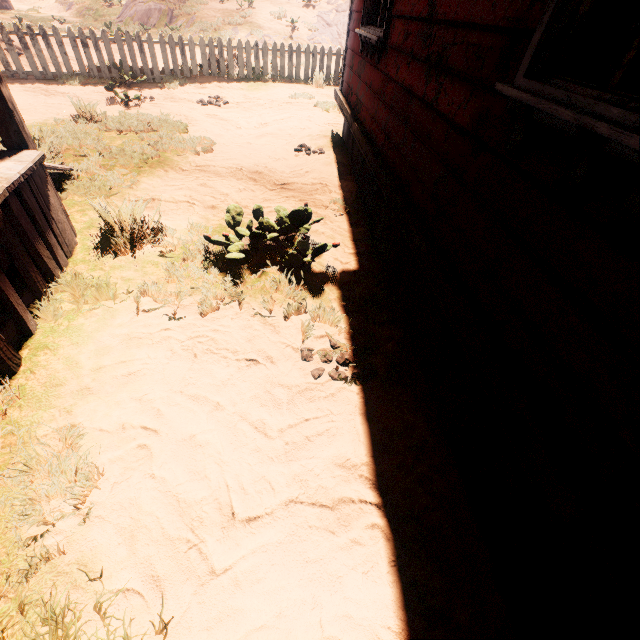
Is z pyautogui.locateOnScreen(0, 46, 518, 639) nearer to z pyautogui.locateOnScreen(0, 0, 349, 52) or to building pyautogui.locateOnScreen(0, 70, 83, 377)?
building pyautogui.locateOnScreen(0, 70, 83, 377)

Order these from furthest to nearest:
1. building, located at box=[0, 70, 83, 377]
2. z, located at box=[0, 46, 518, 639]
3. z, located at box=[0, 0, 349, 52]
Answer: z, located at box=[0, 0, 349, 52]
building, located at box=[0, 70, 83, 377]
z, located at box=[0, 46, 518, 639]

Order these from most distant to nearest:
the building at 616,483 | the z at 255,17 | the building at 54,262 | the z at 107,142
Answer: the z at 255,17 < the building at 54,262 < the z at 107,142 < the building at 616,483

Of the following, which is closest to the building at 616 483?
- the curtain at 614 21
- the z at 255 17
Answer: the curtain at 614 21

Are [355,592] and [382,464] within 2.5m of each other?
yes

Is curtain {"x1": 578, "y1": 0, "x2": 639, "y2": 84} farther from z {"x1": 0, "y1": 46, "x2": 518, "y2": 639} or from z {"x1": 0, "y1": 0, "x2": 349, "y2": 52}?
z {"x1": 0, "y1": 0, "x2": 349, "y2": 52}

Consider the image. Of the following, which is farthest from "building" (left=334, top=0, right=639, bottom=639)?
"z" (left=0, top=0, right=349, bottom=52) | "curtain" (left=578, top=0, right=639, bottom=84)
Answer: "z" (left=0, top=0, right=349, bottom=52)

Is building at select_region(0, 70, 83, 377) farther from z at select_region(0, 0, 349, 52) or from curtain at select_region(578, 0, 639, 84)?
z at select_region(0, 0, 349, 52)
